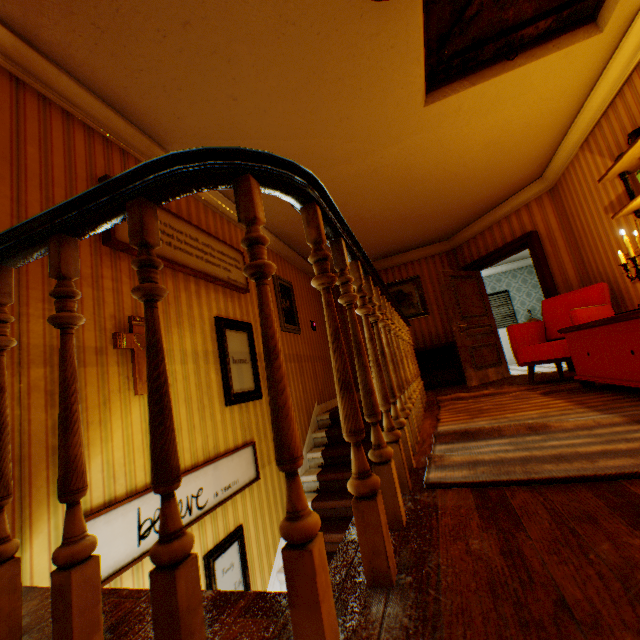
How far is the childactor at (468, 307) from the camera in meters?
6.0 m

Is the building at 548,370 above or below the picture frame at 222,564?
above

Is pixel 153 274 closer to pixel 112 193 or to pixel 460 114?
pixel 112 193

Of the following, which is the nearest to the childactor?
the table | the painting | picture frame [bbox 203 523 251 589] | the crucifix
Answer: the painting

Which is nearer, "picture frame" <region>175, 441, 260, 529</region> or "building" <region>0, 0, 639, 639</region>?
"building" <region>0, 0, 639, 639</region>

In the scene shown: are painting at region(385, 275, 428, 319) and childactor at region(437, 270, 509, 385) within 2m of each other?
yes

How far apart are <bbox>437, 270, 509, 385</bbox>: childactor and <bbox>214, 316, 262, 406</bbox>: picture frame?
3.85m

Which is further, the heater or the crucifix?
the heater
